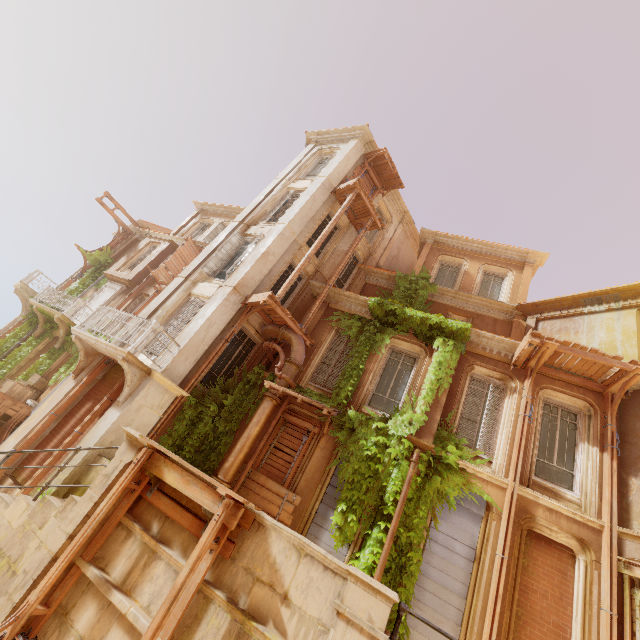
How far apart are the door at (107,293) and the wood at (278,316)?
12.7 meters

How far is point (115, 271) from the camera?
21.0 meters

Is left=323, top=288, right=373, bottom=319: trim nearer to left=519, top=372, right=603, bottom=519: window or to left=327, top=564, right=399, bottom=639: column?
left=519, top=372, right=603, bottom=519: window

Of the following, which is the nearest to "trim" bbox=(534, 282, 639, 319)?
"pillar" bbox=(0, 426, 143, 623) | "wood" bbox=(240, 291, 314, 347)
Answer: "wood" bbox=(240, 291, 314, 347)

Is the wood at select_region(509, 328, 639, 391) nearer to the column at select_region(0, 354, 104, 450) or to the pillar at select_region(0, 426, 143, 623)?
the pillar at select_region(0, 426, 143, 623)

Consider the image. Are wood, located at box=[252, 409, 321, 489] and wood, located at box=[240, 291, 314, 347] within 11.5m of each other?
yes

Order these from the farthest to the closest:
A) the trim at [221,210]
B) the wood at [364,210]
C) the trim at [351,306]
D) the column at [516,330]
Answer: the trim at [221,210] → the wood at [364,210] → the column at [516,330] → the trim at [351,306]

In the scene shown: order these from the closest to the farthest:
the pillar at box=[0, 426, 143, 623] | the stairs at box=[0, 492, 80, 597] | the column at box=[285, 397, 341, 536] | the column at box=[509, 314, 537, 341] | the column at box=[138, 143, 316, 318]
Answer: the pillar at box=[0, 426, 143, 623]
the stairs at box=[0, 492, 80, 597]
the column at box=[285, 397, 341, 536]
the column at box=[138, 143, 316, 318]
the column at box=[509, 314, 537, 341]
